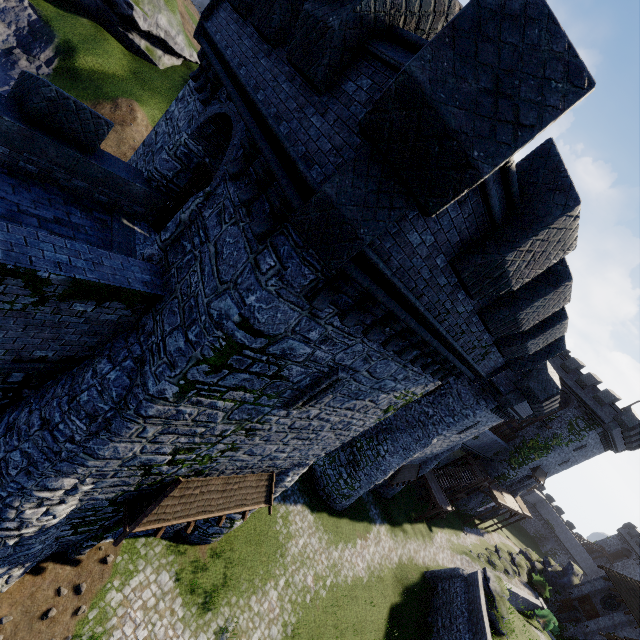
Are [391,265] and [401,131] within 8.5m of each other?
yes

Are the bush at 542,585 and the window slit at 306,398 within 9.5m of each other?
no

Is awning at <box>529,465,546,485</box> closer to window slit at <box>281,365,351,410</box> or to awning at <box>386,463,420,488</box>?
awning at <box>386,463,420,488</box>

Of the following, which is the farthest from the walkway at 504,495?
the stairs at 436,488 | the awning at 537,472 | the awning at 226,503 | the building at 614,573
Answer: the awning at 226,503

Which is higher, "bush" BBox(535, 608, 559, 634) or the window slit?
the window slit

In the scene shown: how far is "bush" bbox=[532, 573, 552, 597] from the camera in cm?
3716

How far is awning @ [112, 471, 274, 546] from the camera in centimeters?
917cm

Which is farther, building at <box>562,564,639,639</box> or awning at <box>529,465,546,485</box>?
awning at <box>529,465,546,485</box>
